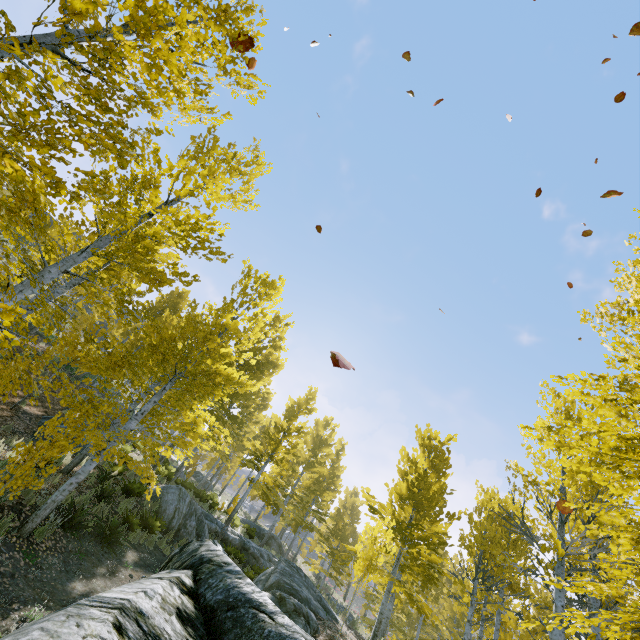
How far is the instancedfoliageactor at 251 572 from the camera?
12.7 meters

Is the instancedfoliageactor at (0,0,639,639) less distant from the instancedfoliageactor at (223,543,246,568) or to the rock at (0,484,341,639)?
the rock at (0,484,341,639)

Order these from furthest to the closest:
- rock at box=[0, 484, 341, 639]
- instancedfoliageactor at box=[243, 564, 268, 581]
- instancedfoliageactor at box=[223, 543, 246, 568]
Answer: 1. instancedfoliageactor at box=[223, 543, 246, 568]
2. instancedfoliageactor at box=[243, 564, 268, 581]
3. rock at box=[0, 484, 341, 639]

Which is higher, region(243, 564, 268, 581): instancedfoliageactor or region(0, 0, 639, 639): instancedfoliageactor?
region(0, 0, 639, 639): instancedfoliageactor

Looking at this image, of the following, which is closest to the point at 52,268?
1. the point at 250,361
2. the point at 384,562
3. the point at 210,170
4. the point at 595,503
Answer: the point at 210,170

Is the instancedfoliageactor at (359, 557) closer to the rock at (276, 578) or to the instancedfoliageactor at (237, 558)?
the rock at (276, 578)
